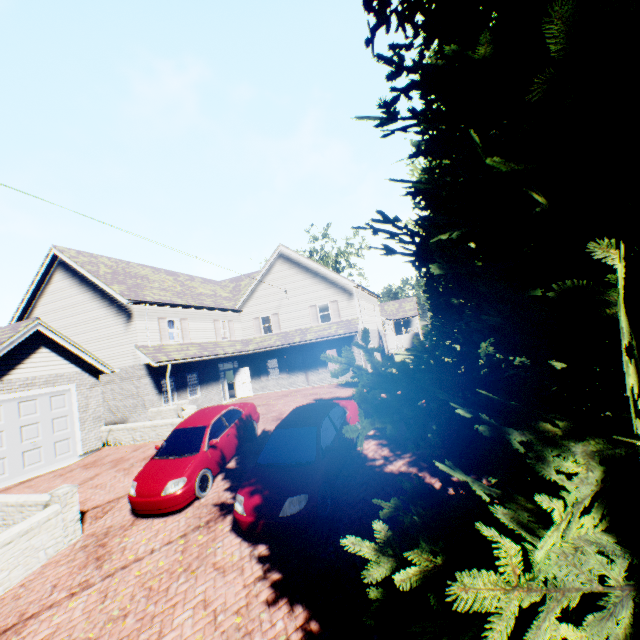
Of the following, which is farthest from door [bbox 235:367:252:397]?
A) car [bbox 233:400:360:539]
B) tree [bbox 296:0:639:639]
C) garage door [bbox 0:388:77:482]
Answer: car [bbox 233:400:360:539]

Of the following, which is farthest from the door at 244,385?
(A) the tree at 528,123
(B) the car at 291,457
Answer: (B) the car at 291,457

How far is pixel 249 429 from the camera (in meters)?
11.40

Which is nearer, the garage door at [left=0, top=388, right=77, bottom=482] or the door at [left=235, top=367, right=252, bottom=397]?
the garage door at [left=0, top=388, right=77, bottom=482]

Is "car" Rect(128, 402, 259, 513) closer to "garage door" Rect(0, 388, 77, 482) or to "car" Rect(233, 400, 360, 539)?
"car" Rect(233, 400, 360, 539)

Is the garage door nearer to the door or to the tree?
the tree

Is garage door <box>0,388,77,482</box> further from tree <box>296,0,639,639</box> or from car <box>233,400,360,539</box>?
car <box>233,400,360,539</box>

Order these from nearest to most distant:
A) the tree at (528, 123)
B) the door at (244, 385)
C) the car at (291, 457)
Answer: the tree at (528, 123), the car at (291, 457), the door at (244, 385)
